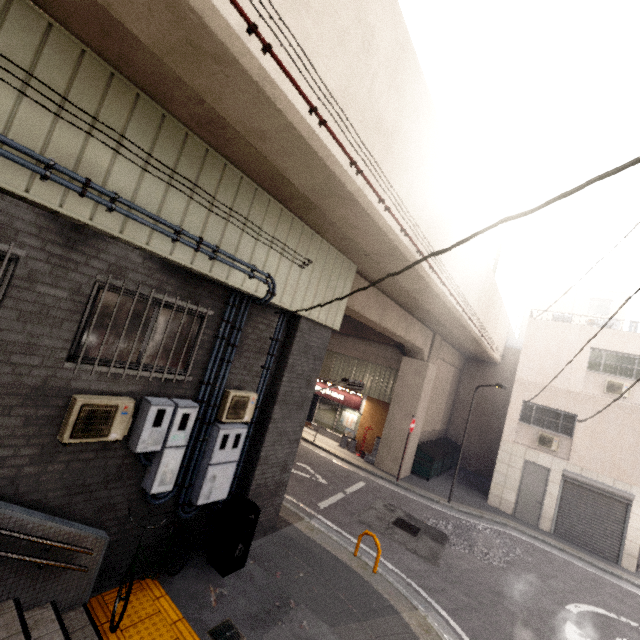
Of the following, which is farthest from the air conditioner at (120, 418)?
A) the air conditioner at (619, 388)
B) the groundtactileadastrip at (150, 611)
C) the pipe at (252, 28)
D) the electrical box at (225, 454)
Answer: the air conditioner at (619, 388)

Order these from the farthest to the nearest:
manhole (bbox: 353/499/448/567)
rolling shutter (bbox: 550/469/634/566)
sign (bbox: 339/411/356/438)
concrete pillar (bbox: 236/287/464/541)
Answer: sign (bbox: 339/411/356/438)
rolling shutter (bbox: 550/469/634/566)
manhole (bbox: 353/499/448/567)
concrete pillar (bbox: 236/287/464/541)

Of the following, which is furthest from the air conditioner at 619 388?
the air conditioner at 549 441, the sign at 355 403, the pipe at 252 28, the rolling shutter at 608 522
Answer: the pipe at 252 28

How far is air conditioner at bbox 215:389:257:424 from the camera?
6.1 meters

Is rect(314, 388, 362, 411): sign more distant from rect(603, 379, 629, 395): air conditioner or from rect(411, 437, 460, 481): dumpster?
rect(603, 379, 629, 395): air conditioner

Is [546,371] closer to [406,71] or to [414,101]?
[414,101]

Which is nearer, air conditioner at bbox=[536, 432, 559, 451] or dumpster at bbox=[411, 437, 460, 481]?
air conditioner at bbox=[536, 432, 559, 451]

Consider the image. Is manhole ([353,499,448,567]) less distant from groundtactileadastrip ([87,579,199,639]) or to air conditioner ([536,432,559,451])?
groundtactileadastrip ([87,579,199,639])
